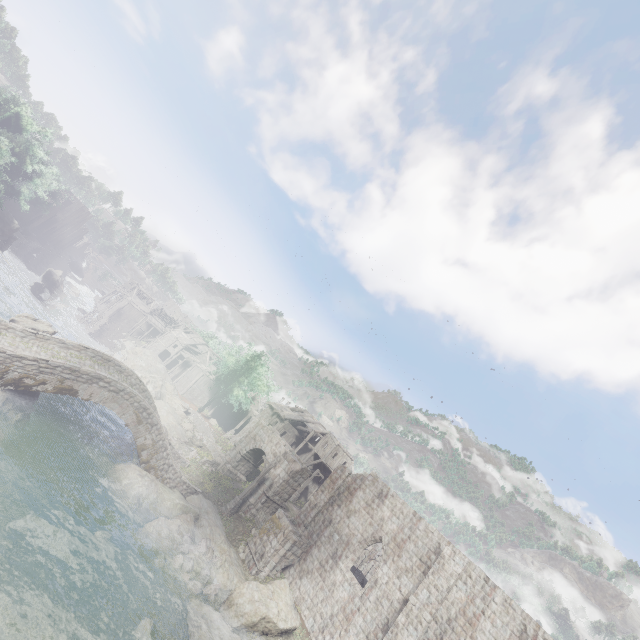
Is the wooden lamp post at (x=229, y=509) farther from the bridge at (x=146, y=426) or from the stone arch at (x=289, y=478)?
the bridge at (x=146, y=426)

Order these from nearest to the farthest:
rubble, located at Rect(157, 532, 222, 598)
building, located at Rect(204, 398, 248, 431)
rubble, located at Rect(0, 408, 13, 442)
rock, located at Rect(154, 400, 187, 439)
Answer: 1. rubble, located at Rect(0, 408, 13, 442)
2. rubble, located at Rect(157, 532, 222, 598)
3. rock, located at Rect(154, 400, 187, 439)
4. building, located at Rect(204, 398, 248, 431)

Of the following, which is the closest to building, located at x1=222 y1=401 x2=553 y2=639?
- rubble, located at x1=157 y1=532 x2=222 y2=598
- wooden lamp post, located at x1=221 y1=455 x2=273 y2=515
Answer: wooden lamp post, located at x1=221 y1=455 x2=273 y2=515

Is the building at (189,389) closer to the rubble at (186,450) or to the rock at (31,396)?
the rubble at (186,450)

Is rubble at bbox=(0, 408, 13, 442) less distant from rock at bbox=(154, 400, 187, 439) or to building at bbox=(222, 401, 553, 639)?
rock at bbox=(154, 400, 187, 439)

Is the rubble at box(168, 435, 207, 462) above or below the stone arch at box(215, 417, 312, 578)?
below

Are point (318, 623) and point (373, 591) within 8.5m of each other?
yes

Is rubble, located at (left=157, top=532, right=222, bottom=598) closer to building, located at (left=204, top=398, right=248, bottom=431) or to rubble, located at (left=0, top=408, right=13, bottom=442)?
A: building, located at (left=204, top=398, right=248, bottom=431)
